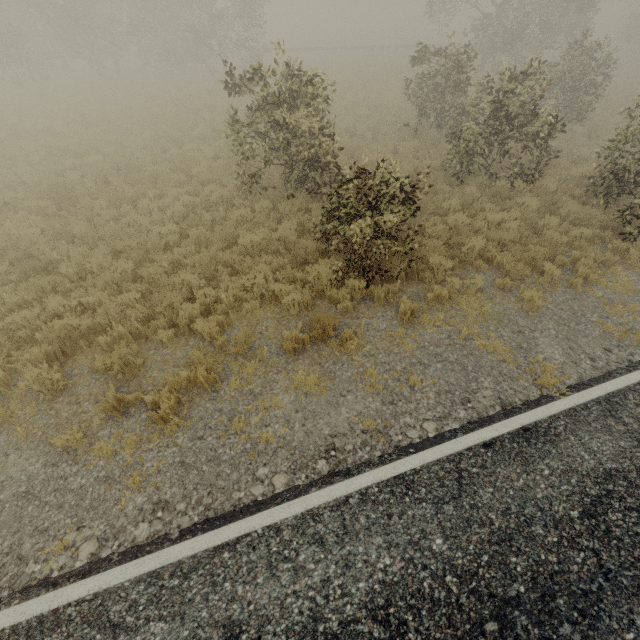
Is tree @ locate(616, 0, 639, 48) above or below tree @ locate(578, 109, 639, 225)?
above

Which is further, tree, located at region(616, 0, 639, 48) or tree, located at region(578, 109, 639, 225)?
tree, located at region(616, 0, 639, 48)

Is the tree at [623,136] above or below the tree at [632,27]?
below

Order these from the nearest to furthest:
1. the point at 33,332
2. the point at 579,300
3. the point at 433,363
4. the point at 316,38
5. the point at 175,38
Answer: the point at 433,363 → the point at 33,332 → the point at 579,300 → the point at 175,38 → the point at 316,38

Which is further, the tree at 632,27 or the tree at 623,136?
the tree at 632,27
